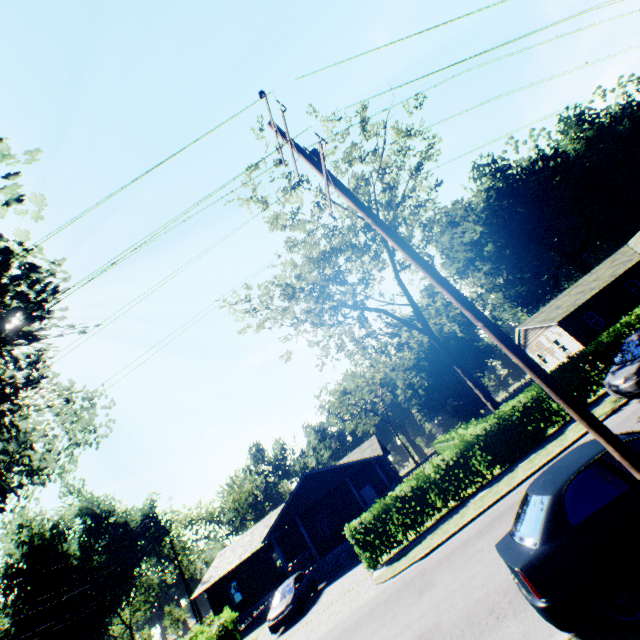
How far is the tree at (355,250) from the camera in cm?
2006

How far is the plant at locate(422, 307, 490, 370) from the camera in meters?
54.0

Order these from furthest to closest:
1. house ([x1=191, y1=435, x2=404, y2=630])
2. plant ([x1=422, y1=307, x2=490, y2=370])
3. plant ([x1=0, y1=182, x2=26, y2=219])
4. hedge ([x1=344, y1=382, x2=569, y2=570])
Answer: plant ([x1=422, y1=307, x2=490, y2=370]) < house ([x1=191, y1=435, x2=404, y2=630]) < hedge ([x1=344, y1=382, x2=569, y2=570]) < plant ([x1=0, y1=182, x2=26, y2=219])

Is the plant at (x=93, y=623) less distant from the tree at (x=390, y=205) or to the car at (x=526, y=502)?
the car at (x=526, y=502)

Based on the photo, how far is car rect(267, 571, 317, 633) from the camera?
17.5 meters

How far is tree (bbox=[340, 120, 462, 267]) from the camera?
20.0m

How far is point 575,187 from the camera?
50.06m

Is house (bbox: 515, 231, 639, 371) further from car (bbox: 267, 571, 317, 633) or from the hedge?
car (bbox: 267, 571, 317, 633)
